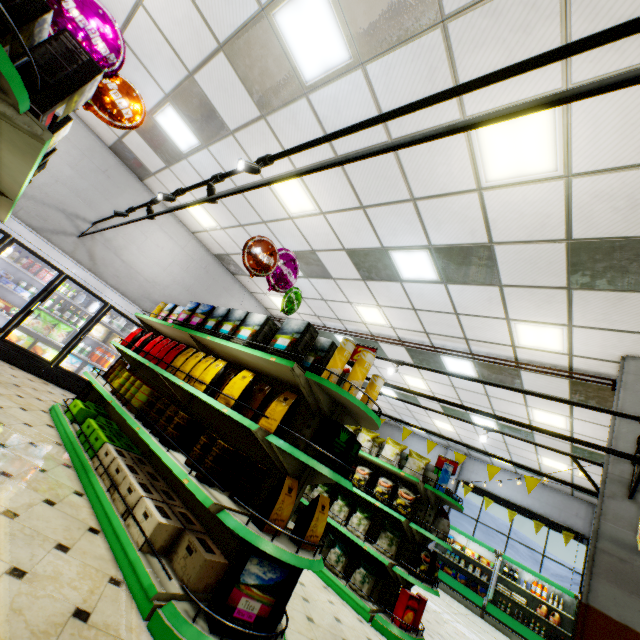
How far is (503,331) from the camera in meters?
6.0

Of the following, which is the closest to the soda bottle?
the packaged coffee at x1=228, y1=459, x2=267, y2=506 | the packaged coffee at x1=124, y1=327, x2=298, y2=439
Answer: the packaged coffee at x1=124, y1=327, x2=298, y2=439

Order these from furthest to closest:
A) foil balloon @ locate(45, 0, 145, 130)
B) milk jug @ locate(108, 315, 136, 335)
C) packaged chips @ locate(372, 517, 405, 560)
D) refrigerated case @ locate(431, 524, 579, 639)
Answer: refrigerated case @ locate(431, 524, 579, 639) → milk jug @ locate(108, 315, 136, 335) → packaged chips @ locate(372, 517, 405, 560) → foil balloon @ locate(45, 0, 145, 130)

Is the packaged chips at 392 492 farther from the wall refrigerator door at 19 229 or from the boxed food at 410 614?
the wall refrigerator door at 19 229

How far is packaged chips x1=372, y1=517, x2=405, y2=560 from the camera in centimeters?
486cm

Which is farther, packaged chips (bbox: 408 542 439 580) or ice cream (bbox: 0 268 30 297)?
ice cream (bbox: 0 268 30 297)

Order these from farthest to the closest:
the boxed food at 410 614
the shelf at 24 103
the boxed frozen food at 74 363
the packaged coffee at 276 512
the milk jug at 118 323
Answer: the milk jug at 118 323 < the boxed frozen food at 74 363 < the boxed food at 410 614 < the packaged coffee at 276 512 < the shelf at 24 103

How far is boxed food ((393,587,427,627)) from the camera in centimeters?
432cm
